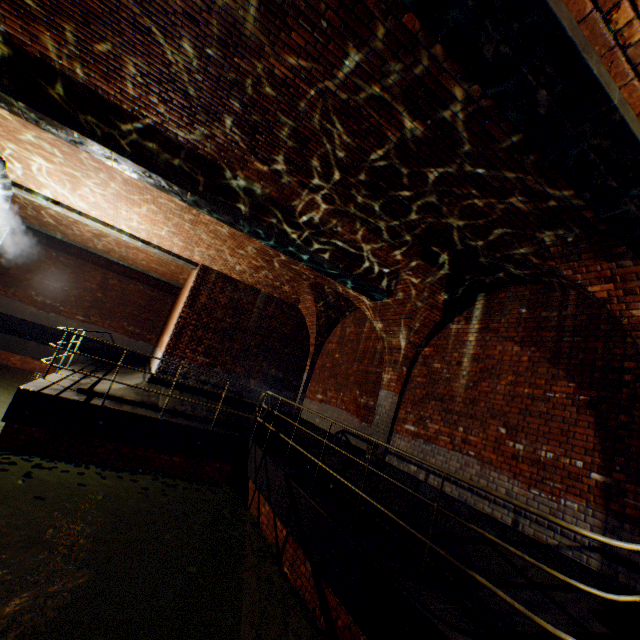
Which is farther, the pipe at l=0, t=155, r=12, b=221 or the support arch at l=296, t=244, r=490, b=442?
the pipe at l=0, t=155, r=12, b=221

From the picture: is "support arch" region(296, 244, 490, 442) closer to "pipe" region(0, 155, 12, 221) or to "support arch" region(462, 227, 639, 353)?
"support arch" region(462, 227, 639, 353)

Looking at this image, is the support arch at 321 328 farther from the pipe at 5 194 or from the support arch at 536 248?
the pipe at 5 194

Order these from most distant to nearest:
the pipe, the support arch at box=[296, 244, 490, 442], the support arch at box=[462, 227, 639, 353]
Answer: the pipe → the support arch at box=[296, 244, 490, 442] → the support arch at box=[462, 227, 639, 353]

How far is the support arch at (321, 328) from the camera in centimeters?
650cm

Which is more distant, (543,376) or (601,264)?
(543,376)

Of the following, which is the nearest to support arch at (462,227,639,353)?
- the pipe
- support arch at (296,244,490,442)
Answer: the pipe
